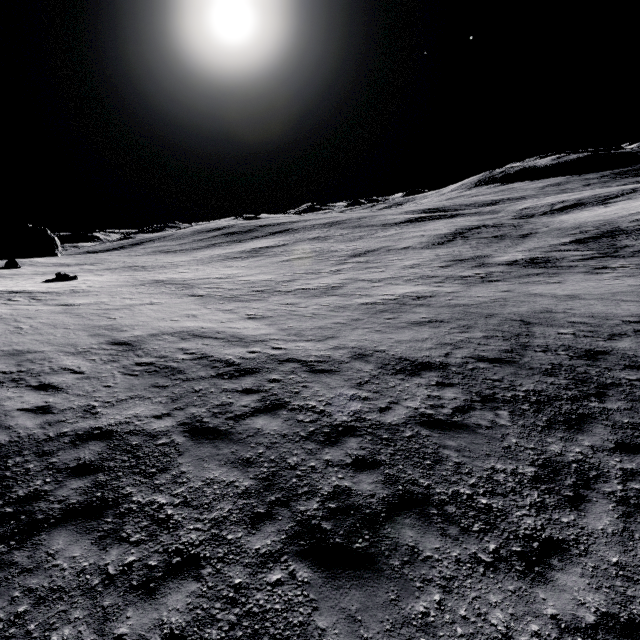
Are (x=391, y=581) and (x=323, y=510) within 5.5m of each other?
yes
